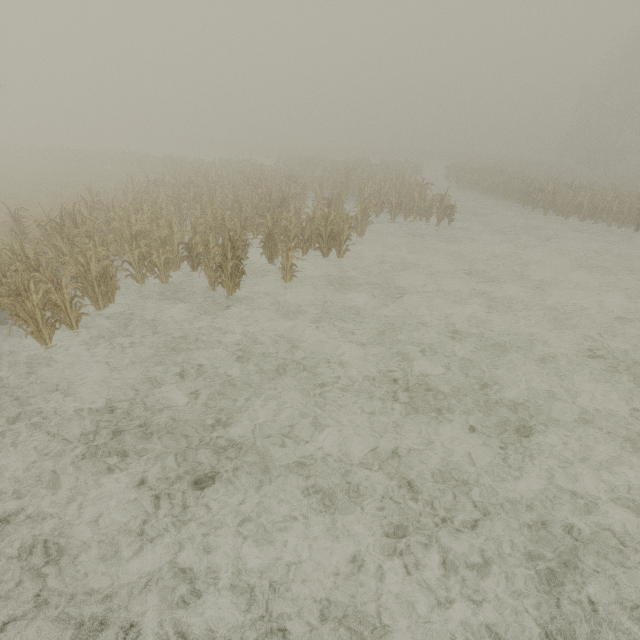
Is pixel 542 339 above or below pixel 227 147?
below
